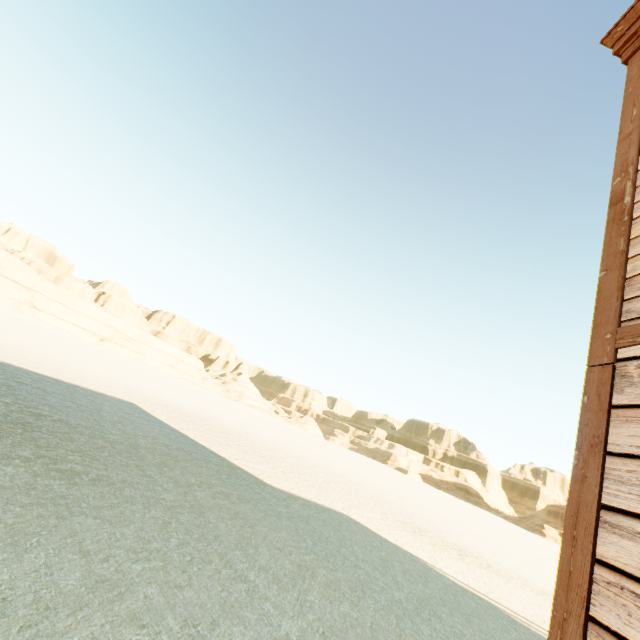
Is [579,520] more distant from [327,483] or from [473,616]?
[327,483]
